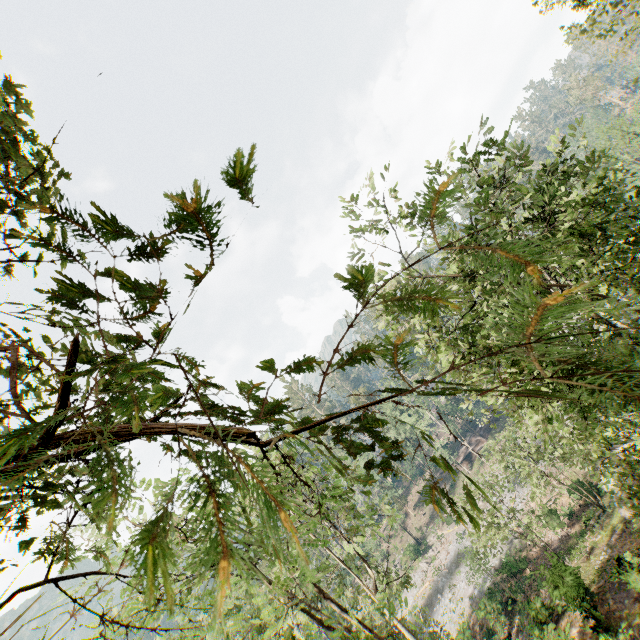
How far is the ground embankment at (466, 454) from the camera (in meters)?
54.97

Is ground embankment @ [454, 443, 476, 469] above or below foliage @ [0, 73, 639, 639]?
below

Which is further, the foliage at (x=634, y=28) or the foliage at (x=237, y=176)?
the foliage at (x=634, y=28)

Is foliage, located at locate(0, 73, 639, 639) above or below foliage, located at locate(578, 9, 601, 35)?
below

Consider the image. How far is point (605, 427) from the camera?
14.2 meters

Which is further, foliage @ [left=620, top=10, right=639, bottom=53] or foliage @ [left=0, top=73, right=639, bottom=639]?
foliage @ [left=620, top=10, right=639, bottom=53]

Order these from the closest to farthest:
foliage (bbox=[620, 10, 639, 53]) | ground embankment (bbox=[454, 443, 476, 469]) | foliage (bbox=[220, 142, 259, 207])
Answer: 1. foliage (bbox=[220, 142, 259, 207])
2. foliage (bbox=[620, 10, 639, 53])
3. ground embankment (bbox=[454, 443, 476, 469])

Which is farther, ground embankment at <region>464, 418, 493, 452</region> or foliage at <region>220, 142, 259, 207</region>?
ground embankment at <region>464, 418, 493, 452</region>
